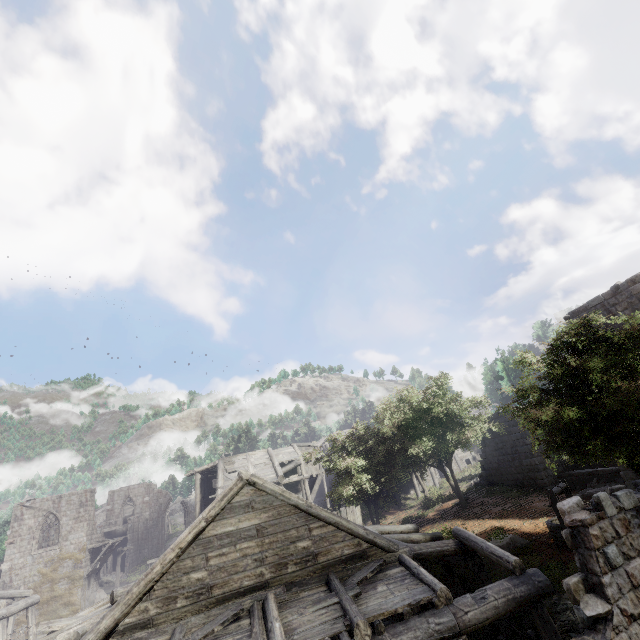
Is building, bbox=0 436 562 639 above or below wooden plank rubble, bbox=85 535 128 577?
below

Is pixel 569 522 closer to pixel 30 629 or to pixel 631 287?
pixel 631 287

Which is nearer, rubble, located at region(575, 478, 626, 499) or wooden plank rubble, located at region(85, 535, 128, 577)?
rubble, located at region(575, 478, 626, 499)

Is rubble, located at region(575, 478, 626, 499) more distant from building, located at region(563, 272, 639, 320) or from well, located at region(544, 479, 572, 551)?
well, located at region(544, 479, 572, 551)

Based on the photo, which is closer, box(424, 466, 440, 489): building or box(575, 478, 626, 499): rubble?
A: box(575, 478, 626, 499): rubble

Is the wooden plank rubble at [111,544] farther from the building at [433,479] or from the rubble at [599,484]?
the rubble at [599,484]

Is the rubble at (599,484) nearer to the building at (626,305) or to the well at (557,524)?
the building at (626,305)

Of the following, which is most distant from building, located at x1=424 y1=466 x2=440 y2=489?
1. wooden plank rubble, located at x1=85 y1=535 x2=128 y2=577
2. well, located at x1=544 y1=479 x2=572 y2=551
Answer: well, located at x1=544 y1=479 x2=572 y2=551
